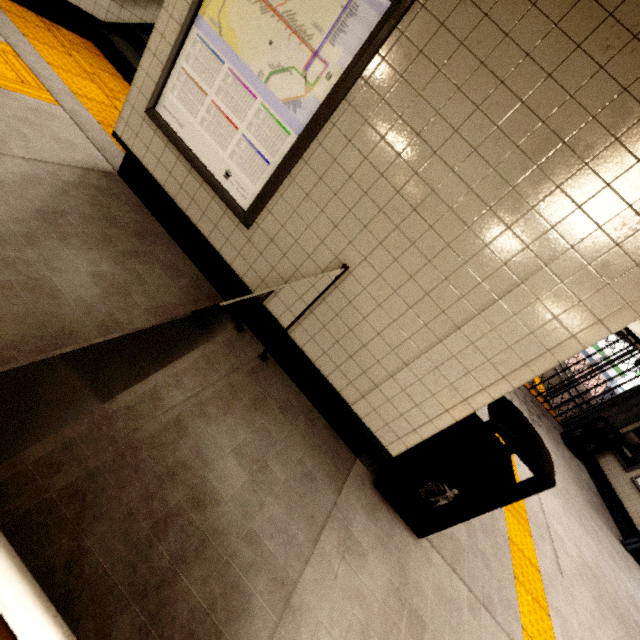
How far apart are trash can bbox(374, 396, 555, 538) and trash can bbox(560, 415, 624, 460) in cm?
806

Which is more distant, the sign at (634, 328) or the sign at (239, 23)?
the sign at (634, 328)

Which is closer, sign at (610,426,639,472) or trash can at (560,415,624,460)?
sign at (610,426,639,472)

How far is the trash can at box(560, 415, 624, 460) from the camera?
8.15m

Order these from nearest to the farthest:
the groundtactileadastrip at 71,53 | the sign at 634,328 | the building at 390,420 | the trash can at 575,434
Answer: the building at 390,420 → the groundtactileadastrip at 71,53 → the sign at 634,328 → the trash can at 575,434

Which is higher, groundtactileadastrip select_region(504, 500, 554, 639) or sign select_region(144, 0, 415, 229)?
sign select_region(144, 0, 415, 229)

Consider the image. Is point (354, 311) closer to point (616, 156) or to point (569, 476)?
point (616, 156)

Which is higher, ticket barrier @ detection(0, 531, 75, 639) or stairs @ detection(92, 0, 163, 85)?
ticket barrier @ detection(0, 531, 75, 639)
